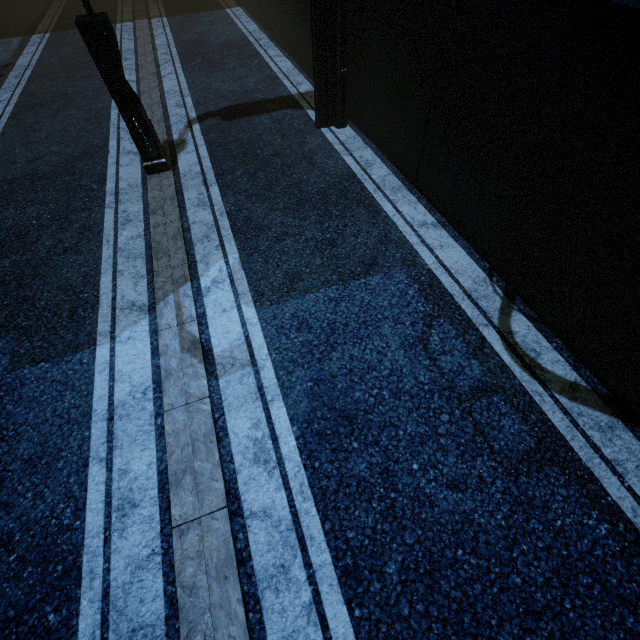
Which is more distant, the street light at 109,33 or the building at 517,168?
the street light at 109,33

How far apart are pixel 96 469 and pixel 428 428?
3.7m

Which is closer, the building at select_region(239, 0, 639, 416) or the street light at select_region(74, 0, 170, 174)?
the building at select_region(239, 0, 639, 416)
